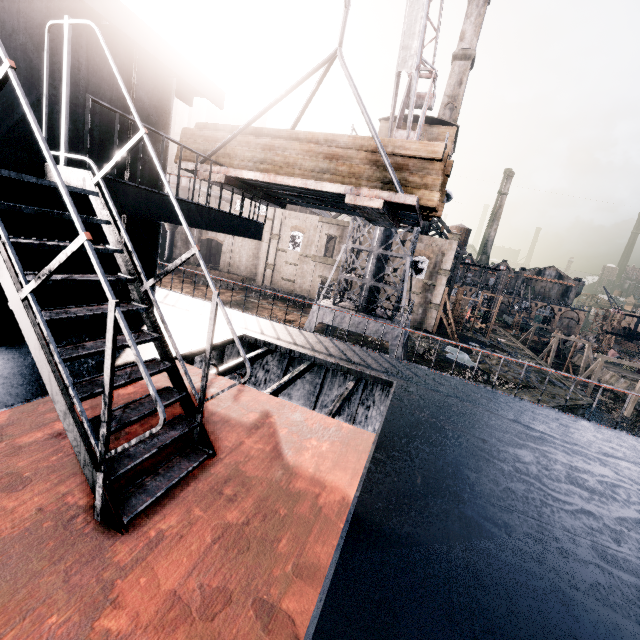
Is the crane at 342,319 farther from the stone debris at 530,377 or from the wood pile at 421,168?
the stone debris at 530,377

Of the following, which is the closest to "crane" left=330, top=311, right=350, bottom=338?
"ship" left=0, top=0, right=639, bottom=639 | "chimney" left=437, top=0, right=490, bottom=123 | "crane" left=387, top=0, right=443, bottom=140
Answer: "crane" left=387, top=0, right=443, bottom=140

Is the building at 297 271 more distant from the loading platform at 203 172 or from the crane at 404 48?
the crane at 404 48

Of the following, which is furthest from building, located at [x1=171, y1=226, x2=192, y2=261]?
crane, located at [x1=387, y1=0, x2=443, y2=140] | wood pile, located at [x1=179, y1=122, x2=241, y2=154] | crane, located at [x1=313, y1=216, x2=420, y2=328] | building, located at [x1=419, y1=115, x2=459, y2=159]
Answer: crane, located at [x1=387, y1=0, x2=443, y2=140]

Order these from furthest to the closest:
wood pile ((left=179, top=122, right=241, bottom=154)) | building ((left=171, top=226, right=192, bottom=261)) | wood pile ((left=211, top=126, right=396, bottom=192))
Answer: building ((left=171, top=226, right=192, bottom=261)) → wood pile ((left=179, top=122, right=241, bottom=154)) → wood pile ((left=211, top=126, right=396, bottom=192))

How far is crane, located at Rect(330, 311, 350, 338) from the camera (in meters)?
19.88

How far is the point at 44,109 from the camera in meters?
4.2 m

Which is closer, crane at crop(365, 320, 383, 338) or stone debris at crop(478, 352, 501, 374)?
crane at crop(365, 320, 383, 338)
